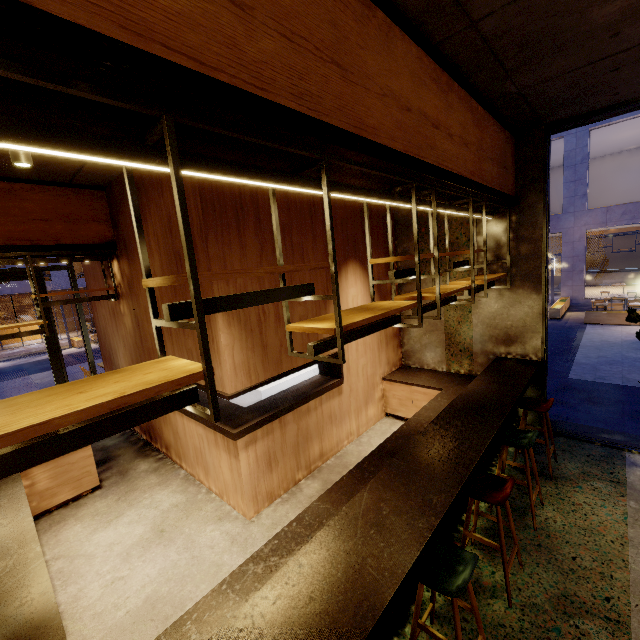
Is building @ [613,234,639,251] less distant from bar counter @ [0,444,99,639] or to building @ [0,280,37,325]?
bar counter @ [0,444,99,639]

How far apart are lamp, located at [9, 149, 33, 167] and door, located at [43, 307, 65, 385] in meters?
5.5

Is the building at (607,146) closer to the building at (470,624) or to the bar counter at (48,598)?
the building at (470,624)

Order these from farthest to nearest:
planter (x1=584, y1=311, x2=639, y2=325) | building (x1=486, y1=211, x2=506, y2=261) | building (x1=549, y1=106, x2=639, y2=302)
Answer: building (x1=549, y1=106, x2=639, y2=302), planter (x1=584, y1=311, x2=639, y2=325), building (x1=486, y1=211, x2=506, y2=261)

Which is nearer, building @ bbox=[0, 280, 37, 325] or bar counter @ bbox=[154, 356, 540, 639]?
bar counter @ bbox=[154, 356, 540, 639]

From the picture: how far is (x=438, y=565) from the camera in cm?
218

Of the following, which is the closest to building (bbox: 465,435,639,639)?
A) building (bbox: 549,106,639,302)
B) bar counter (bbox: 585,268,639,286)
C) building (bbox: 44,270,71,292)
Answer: building (bbox: 549,106,639,302)

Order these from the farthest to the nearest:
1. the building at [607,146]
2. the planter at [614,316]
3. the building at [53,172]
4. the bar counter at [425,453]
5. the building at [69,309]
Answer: the building at [69,309]
the building at [607,146]
the planter at [614,316]
the building at [53,172]
the bar counter at [425,453]
